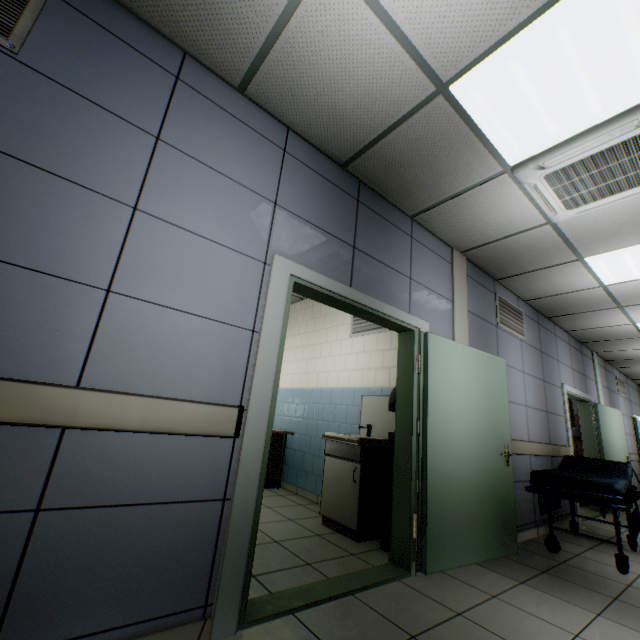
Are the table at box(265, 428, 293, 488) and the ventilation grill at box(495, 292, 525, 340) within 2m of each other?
no

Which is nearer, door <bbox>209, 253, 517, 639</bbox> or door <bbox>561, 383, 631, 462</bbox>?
door <bbox>209, 253, 517, 639</bbox>

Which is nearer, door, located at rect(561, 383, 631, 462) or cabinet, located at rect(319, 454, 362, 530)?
cabinet, located at rect(319, 454, 362, 530)

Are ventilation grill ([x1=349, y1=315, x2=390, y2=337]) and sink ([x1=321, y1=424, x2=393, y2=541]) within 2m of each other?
yes

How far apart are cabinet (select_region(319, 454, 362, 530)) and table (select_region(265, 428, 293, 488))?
1.52m

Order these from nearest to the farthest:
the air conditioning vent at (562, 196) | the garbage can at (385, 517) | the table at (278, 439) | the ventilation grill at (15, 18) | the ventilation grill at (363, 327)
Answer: the ventilation grill at (15, 18)
the air conditioning vent at (562, 196)
the garbage can at (385, 517)
the ventilation grill at (363, 327)
the table at (278, 439)

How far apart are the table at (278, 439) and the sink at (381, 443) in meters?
1.5 m

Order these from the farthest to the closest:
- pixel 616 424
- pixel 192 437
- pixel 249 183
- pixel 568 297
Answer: pixel 616 424 < pixel 568 297 < pixel 249 183 < pixel 192 437
